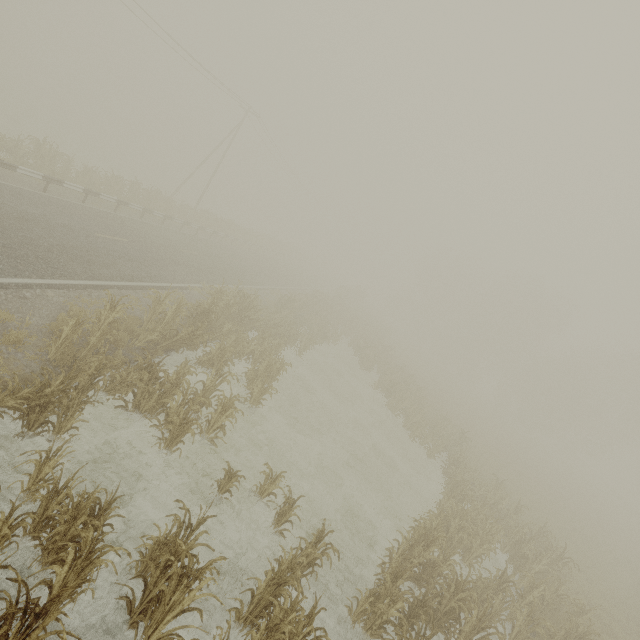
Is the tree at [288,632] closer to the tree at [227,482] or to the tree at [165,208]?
the tree at [227,482]

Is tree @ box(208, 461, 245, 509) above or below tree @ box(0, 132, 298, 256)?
below

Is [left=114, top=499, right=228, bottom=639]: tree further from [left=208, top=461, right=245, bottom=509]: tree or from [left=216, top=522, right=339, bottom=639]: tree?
[left=208, top=461, right=245, bottom=509]: tree

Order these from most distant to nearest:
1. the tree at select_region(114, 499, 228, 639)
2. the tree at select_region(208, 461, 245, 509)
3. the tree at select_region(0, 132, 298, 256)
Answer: the tree at select_region(0, 132, 298, 256) → the tree at select_region(208, 461, 245, 509) → the tree at select_region(114, 499, 228, 639)

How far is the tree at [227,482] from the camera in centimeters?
756cm

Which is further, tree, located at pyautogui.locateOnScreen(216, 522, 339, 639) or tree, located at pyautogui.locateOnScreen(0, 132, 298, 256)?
tree, located at pyautogui.locateOnScreen(0, 132, 298, 256)

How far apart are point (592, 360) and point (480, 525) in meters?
41.6 m
